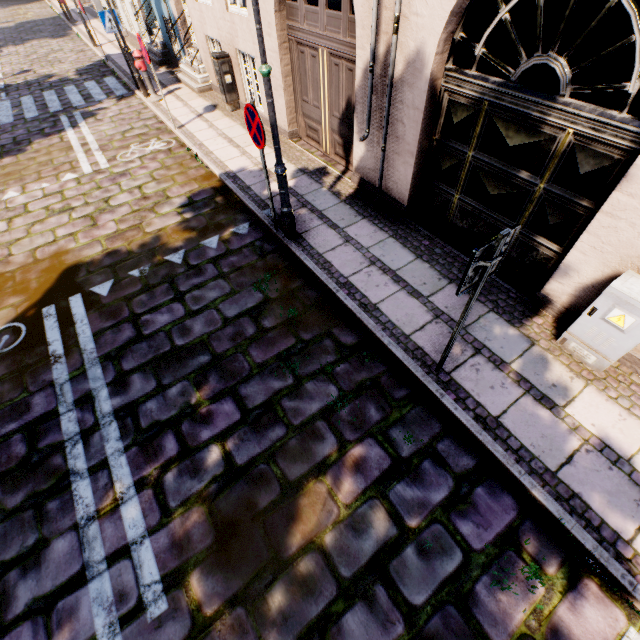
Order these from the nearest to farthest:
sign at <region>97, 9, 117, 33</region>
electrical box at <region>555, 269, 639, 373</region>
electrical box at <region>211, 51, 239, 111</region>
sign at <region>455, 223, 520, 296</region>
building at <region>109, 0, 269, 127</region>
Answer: sign at <region>455, 223, 520, 296</region> → electrical box at <region>555, 269, 639, 373</region> → building at <region>109, 0, 269, 127</region> → electrical box at <region>211, 51, 239, 111</region> → sign at <region>97, 9, 117, 33</region>

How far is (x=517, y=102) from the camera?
3.58m

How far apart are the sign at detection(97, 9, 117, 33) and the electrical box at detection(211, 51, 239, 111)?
4.0 meters

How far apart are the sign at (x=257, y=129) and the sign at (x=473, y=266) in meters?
3.2 m

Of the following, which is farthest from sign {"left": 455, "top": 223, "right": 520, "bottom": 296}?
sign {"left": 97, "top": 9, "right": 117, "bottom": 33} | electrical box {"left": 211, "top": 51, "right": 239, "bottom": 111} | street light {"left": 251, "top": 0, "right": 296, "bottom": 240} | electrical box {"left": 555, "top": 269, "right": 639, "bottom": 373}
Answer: sign {"left": 97, "top": 9, "right": 117, "bottom": 33}

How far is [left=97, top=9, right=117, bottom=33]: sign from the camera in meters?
9.2

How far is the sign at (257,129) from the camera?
4.1 meters

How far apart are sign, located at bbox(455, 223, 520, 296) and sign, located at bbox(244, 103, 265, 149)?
3.2m
